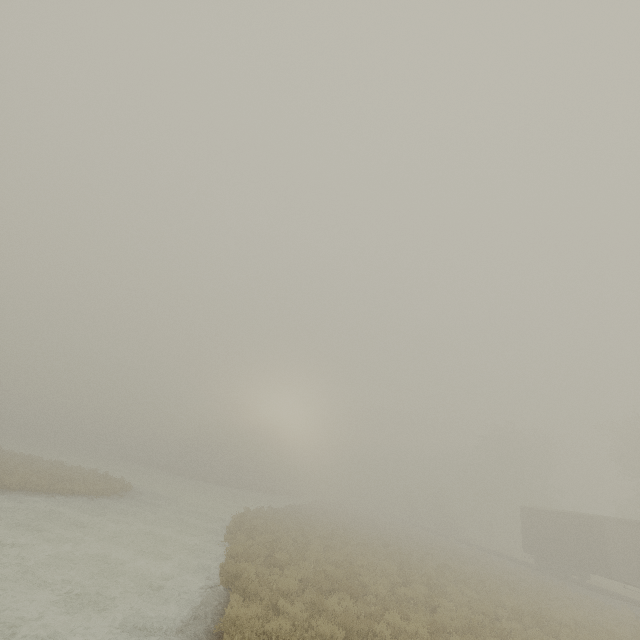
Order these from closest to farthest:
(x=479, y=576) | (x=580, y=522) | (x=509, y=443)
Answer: (x=479, y=576) < (x=580, y=522) < (x=509, y=443)
